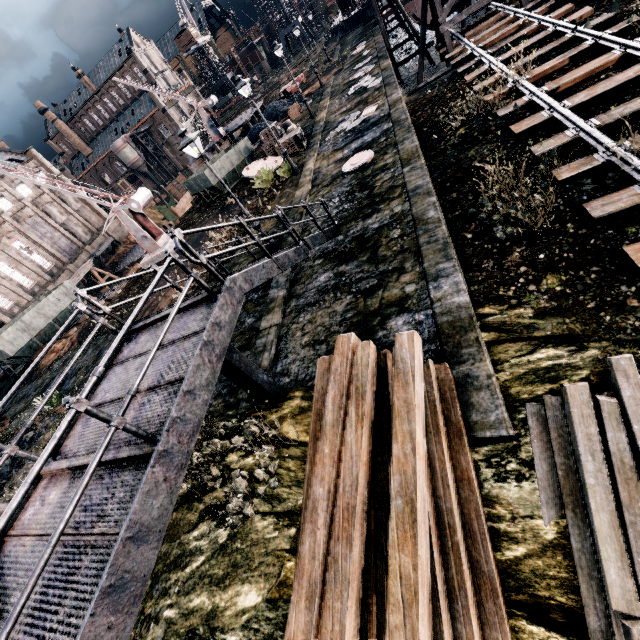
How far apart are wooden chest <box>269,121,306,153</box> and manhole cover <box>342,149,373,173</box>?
8.2m

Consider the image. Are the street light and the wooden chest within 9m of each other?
no

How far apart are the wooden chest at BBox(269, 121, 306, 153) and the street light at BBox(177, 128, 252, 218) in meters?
12.6 m

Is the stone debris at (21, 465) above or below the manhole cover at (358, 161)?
above

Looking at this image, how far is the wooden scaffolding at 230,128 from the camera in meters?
43.0

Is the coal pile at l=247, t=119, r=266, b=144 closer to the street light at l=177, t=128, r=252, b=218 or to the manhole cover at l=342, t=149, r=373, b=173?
the manhole cover at l=342, t=149, r=373, b=173

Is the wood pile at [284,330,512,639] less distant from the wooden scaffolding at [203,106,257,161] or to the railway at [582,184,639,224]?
the railway at [582,184,639,224]

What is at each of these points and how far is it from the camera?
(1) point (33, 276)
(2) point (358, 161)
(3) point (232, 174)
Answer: (1) building, 50.0 meters
(2) manhole cover, 16.4 meters
(3) rail car container, 26.1 meters
